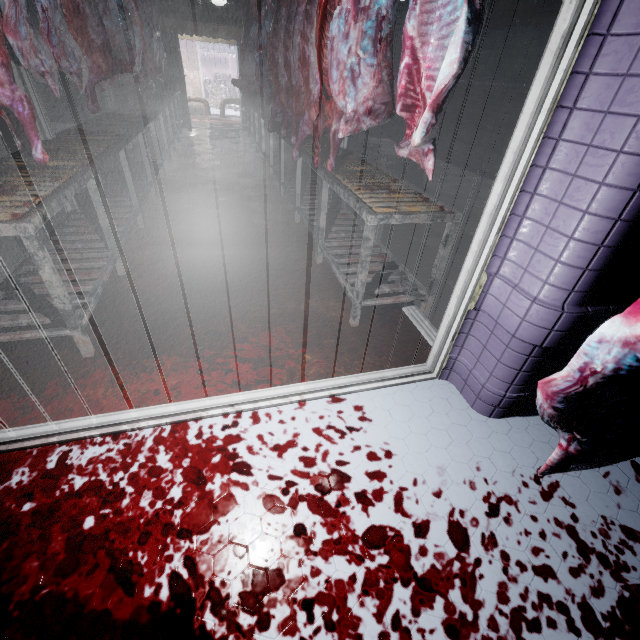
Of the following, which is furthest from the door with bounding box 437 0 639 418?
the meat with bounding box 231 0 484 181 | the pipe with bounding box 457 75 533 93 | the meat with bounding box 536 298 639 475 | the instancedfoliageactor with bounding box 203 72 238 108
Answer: the instancedfoliageactor with bounding box 203 72 238 108

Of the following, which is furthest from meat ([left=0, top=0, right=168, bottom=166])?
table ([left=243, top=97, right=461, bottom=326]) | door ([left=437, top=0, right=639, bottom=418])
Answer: door ([left=437, top=0, right=639, bottom=418])

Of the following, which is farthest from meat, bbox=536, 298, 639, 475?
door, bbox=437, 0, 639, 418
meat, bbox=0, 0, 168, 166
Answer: meat, bbox=0, 0, 168, 166

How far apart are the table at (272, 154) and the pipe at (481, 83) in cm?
319

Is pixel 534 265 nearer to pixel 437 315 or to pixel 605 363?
pixel 605 363

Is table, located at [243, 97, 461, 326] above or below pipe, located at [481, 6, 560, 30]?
below

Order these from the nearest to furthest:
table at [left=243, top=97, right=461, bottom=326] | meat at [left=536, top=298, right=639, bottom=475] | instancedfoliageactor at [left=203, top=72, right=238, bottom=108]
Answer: meat at [left=536, top=298, right=639, bottom=475] < table at [left=243, top=97, right=461, bottom=326] < instancedfoliageactor at [left=203, top=72, right=238, bottom=108]

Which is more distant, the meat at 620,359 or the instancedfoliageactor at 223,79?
the instancedfoliageactor at 223,79
